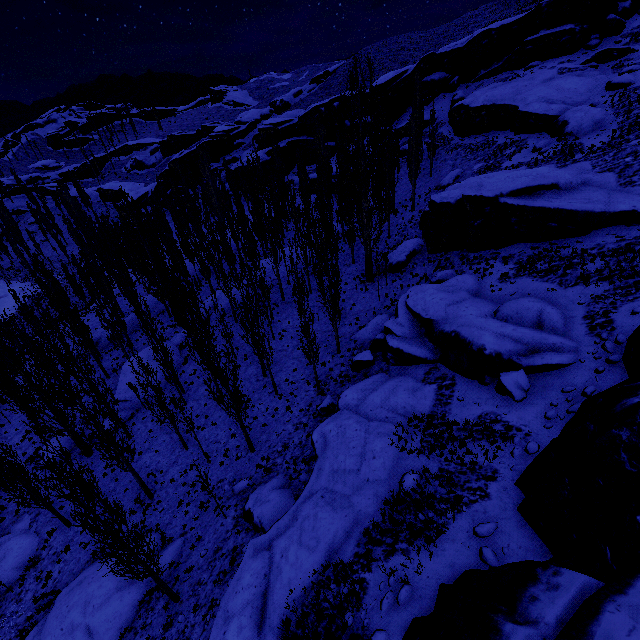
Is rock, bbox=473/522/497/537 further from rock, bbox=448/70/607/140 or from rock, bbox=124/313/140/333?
rock, bbox=124/313/140/333

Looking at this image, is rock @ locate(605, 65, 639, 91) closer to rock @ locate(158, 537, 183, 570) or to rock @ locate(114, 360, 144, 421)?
rock @ locate(114, 360, 144, 421)

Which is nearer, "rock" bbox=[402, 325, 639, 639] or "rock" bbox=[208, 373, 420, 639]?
"rock" bbox=[402, 325, 639, 639]

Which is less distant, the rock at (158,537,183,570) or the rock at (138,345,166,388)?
the rock at (158,537,183,570)

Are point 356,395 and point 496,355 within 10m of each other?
yes

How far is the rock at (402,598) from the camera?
8.5m

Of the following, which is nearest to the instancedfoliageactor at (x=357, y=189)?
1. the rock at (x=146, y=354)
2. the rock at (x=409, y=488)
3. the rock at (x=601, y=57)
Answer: the rock at (x=146, y=354)

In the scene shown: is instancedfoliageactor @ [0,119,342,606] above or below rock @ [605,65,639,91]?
below
